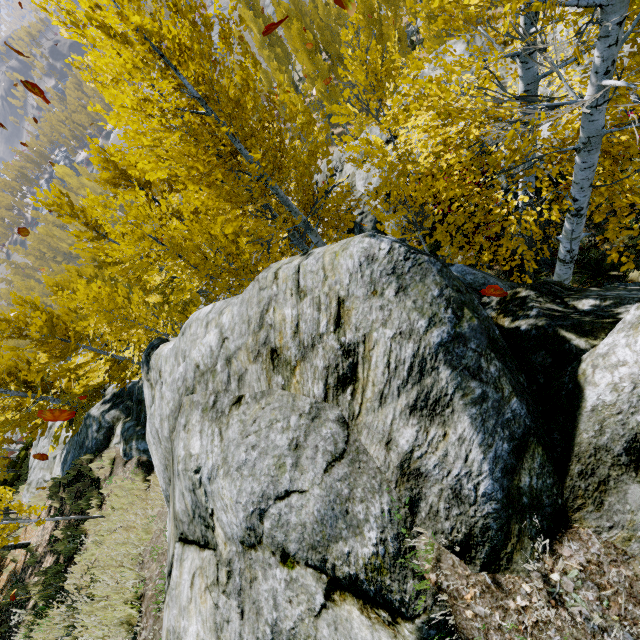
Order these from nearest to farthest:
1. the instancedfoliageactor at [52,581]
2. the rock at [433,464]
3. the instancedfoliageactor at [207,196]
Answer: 1. the rock at [433,464]
2. the instancedfoliageactor at [207,196]
3. the instancedfoliageactor at [52,581]

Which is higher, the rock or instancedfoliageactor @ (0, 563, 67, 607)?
the rock

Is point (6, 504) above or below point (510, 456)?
below

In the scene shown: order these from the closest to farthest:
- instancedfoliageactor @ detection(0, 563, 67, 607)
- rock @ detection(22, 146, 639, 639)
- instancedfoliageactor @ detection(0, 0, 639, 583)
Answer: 1. rock @ detection(22, 146, 639, 639)
2. instancedfoliageactor @ detection(0, 0, 639, 583)
3. instancedfoliageactor @ detection(0, 563, 67, 607)

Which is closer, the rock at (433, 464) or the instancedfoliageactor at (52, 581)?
the rock at (433, 464)

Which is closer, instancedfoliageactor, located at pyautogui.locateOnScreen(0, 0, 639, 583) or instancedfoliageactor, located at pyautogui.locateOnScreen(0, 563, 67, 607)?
instancedfoliageactor, located at pyautogui.locateOnScreen(0, 0, 639, 583)

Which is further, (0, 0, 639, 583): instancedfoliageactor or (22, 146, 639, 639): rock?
(0, 0, 639, 583): instancedfoliageactor
